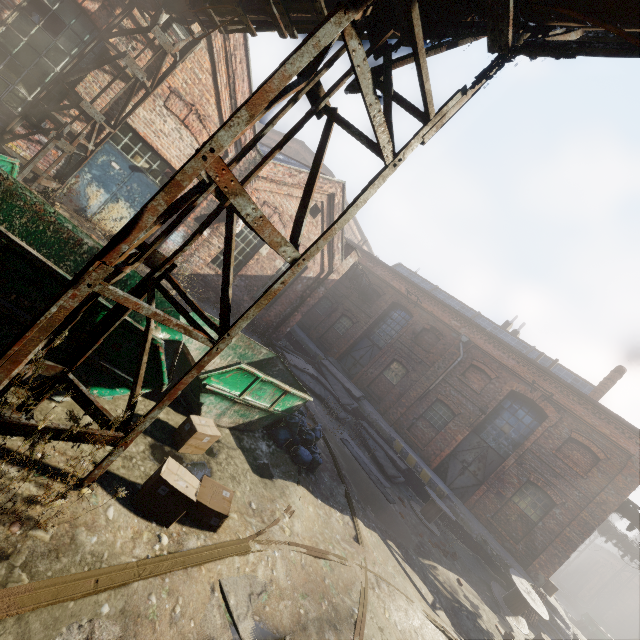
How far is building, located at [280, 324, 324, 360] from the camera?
20.61m

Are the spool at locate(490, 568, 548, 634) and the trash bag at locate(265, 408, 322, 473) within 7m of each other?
no

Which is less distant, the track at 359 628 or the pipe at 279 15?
the pipe at 279 15

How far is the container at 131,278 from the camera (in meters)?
5.16

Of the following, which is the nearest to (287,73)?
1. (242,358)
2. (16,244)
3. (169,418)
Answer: (16,244)

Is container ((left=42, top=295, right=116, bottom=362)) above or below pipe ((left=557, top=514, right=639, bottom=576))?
below

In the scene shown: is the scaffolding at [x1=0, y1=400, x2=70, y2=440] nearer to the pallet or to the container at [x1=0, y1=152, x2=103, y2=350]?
the container at [x1=0, y1=152, x2=103, y2=350]

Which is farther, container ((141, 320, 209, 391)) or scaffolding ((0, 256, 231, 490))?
container ((141, 320, 209, 391))
